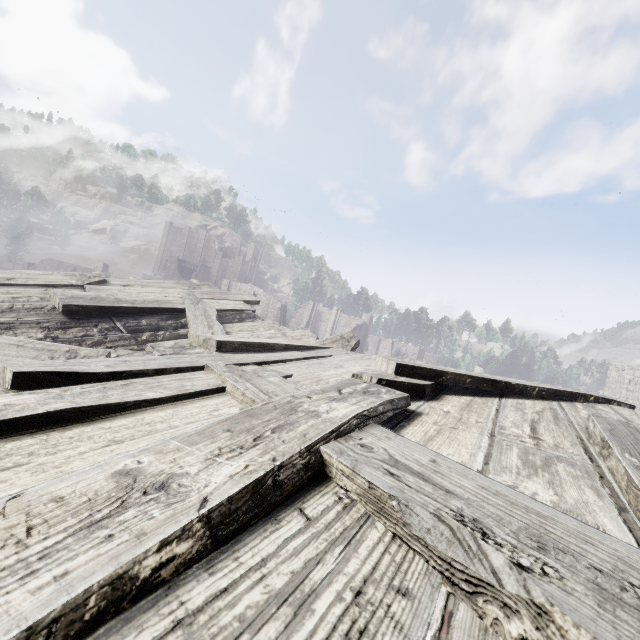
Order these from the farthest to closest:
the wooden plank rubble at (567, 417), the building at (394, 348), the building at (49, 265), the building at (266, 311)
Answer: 1. the building at (49, 265)
2. the building at (394, 348)
3. the building at (266, 311)
4. the wooden plank rubble at (567, 417)

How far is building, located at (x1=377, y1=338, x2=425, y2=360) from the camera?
52.28m

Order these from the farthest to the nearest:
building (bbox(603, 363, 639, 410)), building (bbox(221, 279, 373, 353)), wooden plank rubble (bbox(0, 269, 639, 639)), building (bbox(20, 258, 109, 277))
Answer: building (bbox(20, 258, 109, 277))
building (bbox(221, 279, 373, 353))
building (bbox(603, 363, 639, 410))
wooden plank rubble (bbox(0, 269, 639, 639))

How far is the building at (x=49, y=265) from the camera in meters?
54.3

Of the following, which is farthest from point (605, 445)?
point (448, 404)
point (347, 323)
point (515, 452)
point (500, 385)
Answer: point (347, 323)

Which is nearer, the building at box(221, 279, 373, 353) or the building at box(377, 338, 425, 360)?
the building at box(221, 279, 373, 353)
